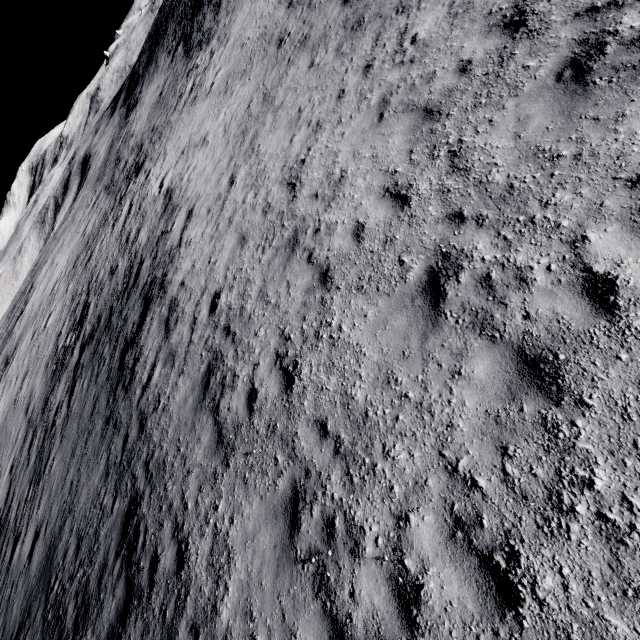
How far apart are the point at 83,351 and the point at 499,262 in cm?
1891
